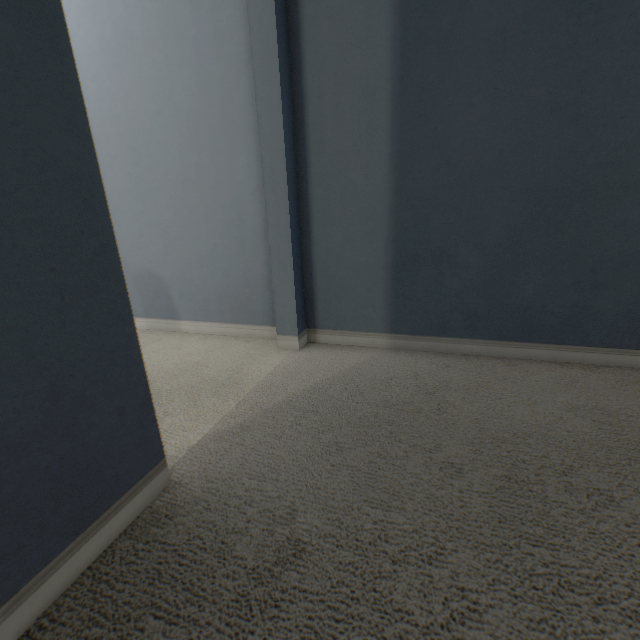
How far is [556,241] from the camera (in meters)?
1.27
